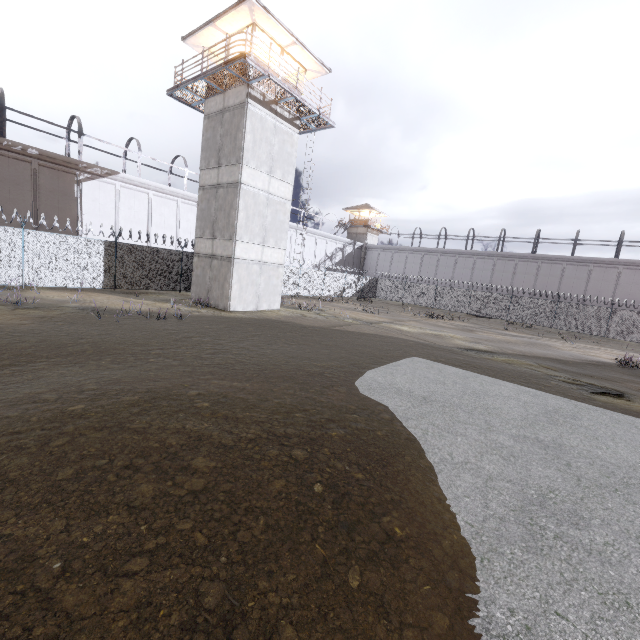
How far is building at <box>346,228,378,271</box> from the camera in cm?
5422

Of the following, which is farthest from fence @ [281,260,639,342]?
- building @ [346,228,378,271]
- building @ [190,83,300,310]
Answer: building @ [346,228,378,271]

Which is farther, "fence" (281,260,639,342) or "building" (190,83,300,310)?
"fence" (281,260,639,342)

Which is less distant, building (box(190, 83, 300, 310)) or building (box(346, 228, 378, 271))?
building (box(190, 83, 300, 310))

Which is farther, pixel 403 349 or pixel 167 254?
pixel 167 254

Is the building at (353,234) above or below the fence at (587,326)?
above

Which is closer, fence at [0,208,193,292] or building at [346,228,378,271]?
fence at [0,208,193,292]

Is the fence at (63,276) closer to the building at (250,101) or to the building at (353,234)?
the building at (250,101)
